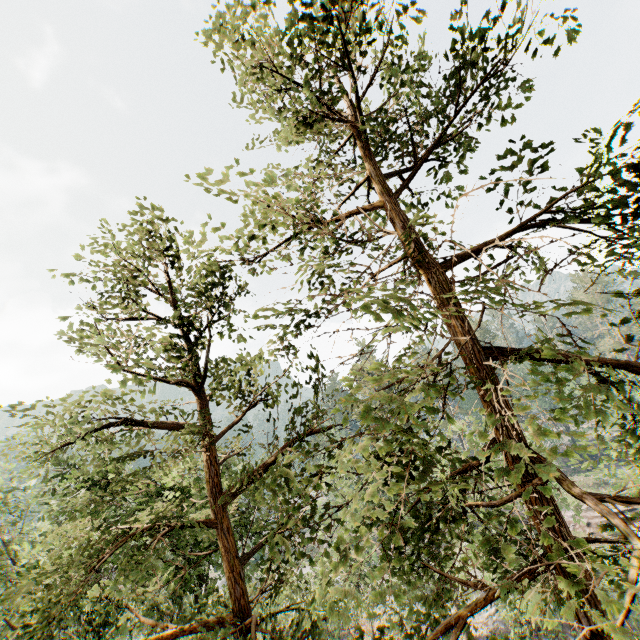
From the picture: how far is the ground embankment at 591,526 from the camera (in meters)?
39.84

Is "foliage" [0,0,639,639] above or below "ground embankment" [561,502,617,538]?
above

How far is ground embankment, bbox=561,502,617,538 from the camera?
39.8 meters

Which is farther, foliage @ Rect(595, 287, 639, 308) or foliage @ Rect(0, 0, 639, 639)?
foliage @ Rect(595, 287, 639, 308)

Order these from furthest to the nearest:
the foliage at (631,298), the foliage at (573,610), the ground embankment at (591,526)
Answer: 1. the ground embankment at (591,526)
2. the foliage at (631,298)
3. the foliage at (573,610)

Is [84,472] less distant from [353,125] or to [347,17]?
[353,125]

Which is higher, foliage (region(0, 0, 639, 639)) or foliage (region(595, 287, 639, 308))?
foliage (region(595, 287, 639, 308))
